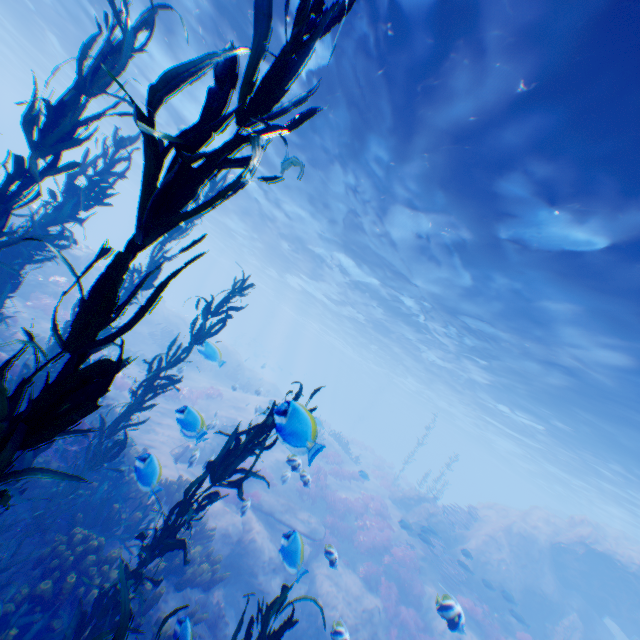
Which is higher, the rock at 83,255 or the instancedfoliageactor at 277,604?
the instancedfoliageactor at 277,604

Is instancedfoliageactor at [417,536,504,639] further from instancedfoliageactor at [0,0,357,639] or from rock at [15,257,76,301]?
instancedfoliageactor at [0,0,357,639]

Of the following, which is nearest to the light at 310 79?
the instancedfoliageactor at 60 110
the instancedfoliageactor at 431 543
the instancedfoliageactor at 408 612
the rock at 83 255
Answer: the rock at 83 255

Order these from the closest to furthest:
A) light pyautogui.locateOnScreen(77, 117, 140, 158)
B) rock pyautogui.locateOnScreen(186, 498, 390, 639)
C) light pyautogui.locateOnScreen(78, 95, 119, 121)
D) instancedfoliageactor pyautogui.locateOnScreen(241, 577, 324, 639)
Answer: instancedfoliageactor pyautogui.locateOnScreen(241, 577, 324, 639), rock pyautogui.locateOnScreen(186, 498, 390, 639), light pyautogui.locateOnScreen(78, 95, 119, 121), light pyautogui.locateOnScreen(77, 117, 140, 158)

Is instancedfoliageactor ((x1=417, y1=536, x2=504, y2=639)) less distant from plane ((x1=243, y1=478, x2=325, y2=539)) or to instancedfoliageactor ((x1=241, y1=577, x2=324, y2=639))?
instancedfoliageactor ((x1=241, y1=577, x2=324, y2=639))

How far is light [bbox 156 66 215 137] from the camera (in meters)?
12.98

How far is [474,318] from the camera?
15.36m
